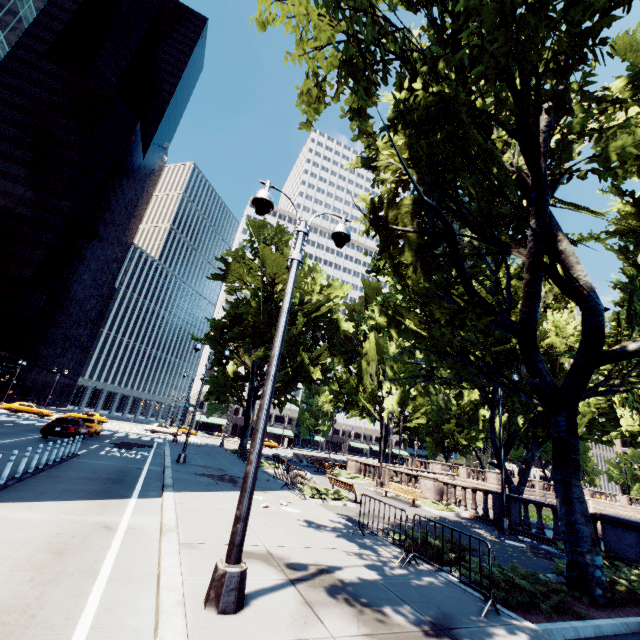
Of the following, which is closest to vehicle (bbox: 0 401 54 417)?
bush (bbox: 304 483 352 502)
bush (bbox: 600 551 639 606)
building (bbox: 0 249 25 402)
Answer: building (bbox: 0 249 25 402)

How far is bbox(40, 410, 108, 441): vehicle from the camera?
20.3m

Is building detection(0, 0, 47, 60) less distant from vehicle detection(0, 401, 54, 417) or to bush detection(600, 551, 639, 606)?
vehicle detection(0, 401, 54, 417)

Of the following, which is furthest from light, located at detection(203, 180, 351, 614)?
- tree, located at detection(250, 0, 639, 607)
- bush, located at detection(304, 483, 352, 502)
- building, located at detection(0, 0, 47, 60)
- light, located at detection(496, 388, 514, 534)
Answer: building, located at detection(0, 0, 47, 60)

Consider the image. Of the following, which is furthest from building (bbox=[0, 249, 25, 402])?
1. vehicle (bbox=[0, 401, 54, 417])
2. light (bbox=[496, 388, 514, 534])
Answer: light (bbox=[496, 388, 514, 534])

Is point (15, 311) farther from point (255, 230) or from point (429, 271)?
point (429, 271)

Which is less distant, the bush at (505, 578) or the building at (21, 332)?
the bush at (505, 578)

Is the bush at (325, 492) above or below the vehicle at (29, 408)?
below
